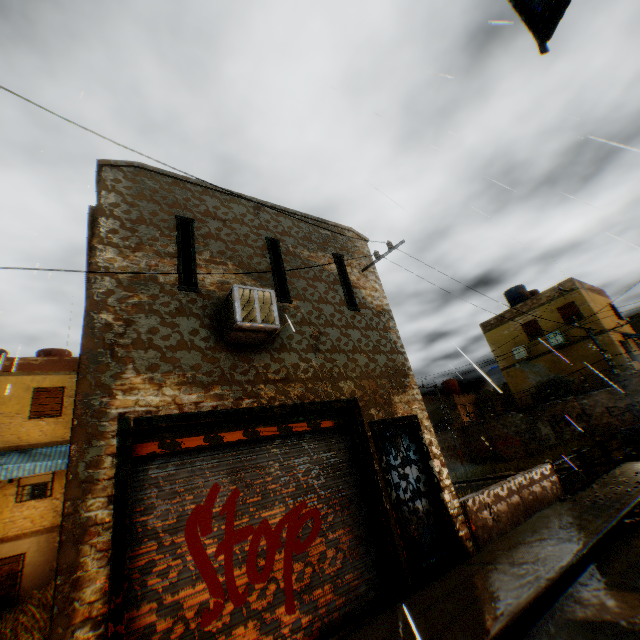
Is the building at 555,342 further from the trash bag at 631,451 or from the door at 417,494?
the trash bag at 631,451

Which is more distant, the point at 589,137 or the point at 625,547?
the point at 625,547

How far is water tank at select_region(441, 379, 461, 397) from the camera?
34.6 meters

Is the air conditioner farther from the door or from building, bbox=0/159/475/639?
the door

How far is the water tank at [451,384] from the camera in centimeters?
3456cm

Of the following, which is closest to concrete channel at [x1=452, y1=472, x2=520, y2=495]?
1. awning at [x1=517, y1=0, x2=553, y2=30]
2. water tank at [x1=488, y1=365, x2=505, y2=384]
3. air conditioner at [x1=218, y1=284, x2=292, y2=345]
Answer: air conditioner at [x1=218, y1=284, x2=292, y2=345]

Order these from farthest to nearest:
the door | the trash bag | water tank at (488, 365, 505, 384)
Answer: water tank at (488, 365, 505, 384), the trash bag, the door
